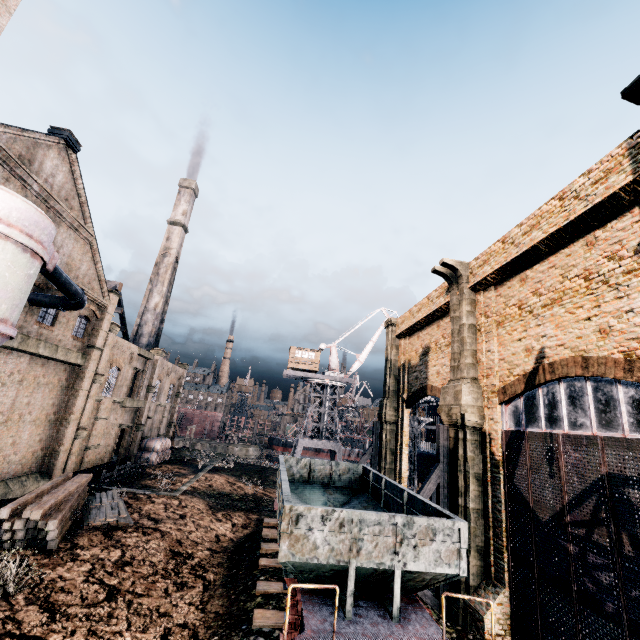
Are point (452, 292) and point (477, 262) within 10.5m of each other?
yes

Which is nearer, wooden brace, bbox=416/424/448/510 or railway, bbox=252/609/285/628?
railway, bbox=252/609/285/628

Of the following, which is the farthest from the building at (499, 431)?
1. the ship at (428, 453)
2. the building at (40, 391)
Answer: the building at (40, 391)

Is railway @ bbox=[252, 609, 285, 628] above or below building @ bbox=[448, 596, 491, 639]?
above

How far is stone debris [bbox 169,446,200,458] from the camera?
44.8m

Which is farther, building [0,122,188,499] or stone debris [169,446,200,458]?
stone debris [169,446,200,458]

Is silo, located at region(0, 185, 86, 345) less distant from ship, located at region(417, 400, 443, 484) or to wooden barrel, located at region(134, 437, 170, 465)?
wooden barrel, located at region(134, 437, 170, 465)

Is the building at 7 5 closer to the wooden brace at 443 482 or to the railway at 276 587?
the wooden brace at 443 482
